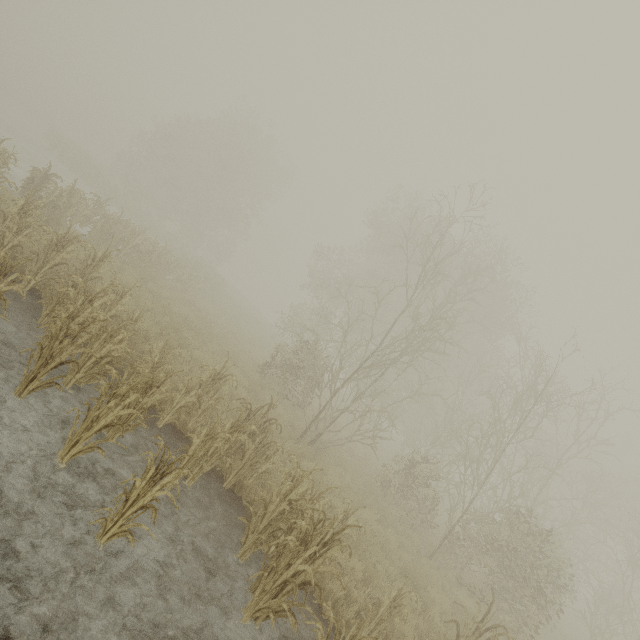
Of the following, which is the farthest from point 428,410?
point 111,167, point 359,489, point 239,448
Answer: point 111,167
